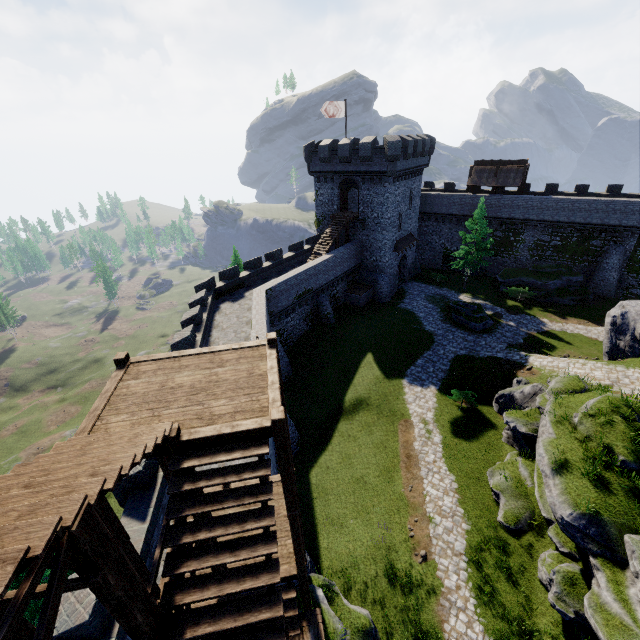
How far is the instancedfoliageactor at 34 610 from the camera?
14.8m

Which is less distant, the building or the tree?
the building

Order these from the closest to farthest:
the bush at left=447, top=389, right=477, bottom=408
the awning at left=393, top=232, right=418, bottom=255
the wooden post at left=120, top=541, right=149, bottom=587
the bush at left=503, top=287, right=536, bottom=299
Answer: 1. the wooden post at left=120, top=541, right=149, bottom=587
2. the bush at left=447, top=389, right=477, bottom=408
3. the bush at left=503, top=287, right=536, bottom=299
4. the awning at left=393, top=232, right=418, bottom=255

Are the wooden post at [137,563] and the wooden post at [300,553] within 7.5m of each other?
yes

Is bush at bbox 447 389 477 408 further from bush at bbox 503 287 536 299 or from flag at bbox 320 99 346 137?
flag at bbox 320 99 346 137

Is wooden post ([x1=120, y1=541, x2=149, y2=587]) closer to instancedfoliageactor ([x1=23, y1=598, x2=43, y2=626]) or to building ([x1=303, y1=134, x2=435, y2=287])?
instancedfoliageactor ([x1=23, y1=598, x2=43, y2=626])

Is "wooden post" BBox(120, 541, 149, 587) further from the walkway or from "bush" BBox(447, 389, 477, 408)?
"bush" BBox(447, 389, 477, 408)

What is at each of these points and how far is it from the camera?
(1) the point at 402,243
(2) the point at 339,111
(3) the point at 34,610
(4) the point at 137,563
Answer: (1) awning, 39.1 meters
(2) flag, 32.9 meters
(3) instancedfoliageactor, 16.1 meters
(4) wooden post, 7.6 meters
